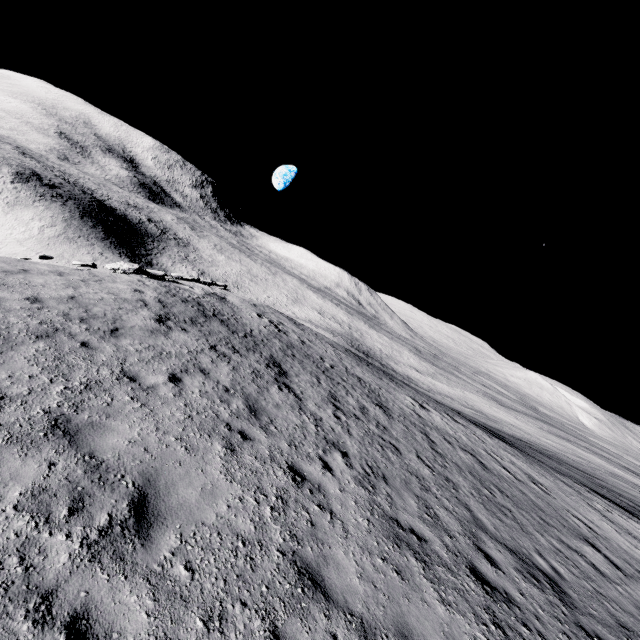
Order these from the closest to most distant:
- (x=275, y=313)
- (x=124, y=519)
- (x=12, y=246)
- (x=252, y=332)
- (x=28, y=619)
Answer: (x=28, y=619)
(x=124, y=519)
(x=252, y=332)
(x=275, y=313)
(x=12, y=246)
